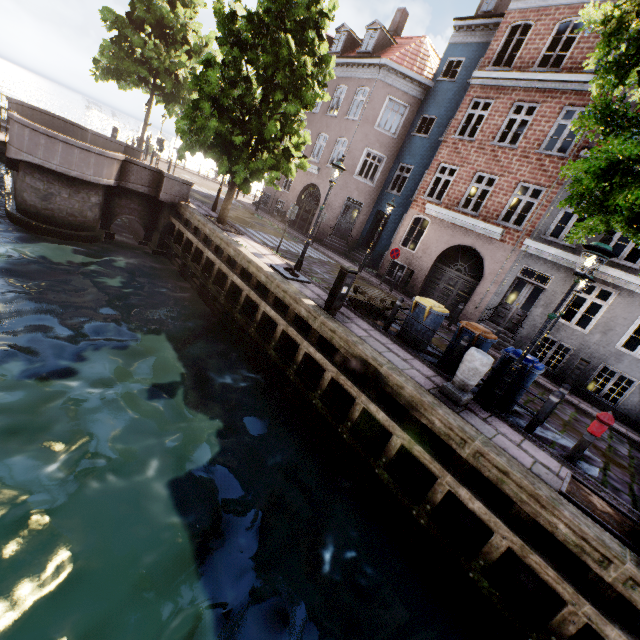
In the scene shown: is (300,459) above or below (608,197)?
below

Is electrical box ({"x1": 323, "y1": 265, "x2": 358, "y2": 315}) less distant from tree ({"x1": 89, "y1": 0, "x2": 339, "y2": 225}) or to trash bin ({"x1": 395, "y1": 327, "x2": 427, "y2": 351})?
trash bin ({"x1": 395, "y1": 327, "x2": 427, "y2": 351})

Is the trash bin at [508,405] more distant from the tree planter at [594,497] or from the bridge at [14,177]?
the bridge at [14,177]

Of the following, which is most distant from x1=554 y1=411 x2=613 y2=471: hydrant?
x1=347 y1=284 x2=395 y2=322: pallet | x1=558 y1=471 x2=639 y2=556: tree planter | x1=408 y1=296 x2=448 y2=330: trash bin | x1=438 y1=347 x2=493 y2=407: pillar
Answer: x1=347 y1=284 x2=395 y2=322: pallet

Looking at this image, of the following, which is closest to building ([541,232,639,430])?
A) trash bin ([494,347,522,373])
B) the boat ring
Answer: trash bin ([494,347,522,373])

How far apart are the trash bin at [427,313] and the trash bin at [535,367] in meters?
1.7

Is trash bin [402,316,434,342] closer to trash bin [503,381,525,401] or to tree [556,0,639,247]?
trash bin [503,381,525,401]

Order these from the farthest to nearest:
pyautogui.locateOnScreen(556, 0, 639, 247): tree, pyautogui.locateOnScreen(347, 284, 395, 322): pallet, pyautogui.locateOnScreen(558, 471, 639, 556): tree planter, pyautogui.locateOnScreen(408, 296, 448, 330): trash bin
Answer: pyautogui.locateOnScreen(347, 284, 395, 322): pallet, pyautogui.locateOnScreen(408, 296, 448, 330): trash bin, pyautogui.locateOnScreen(558, 471, 639, 556): tree planter, pyautogui.locateOnScreen(556, 0, 639, 247): tree
